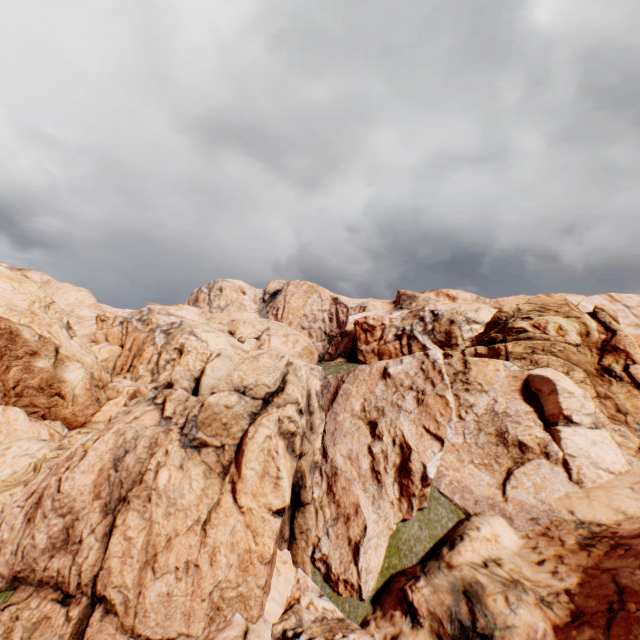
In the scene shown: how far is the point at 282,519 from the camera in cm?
1066
